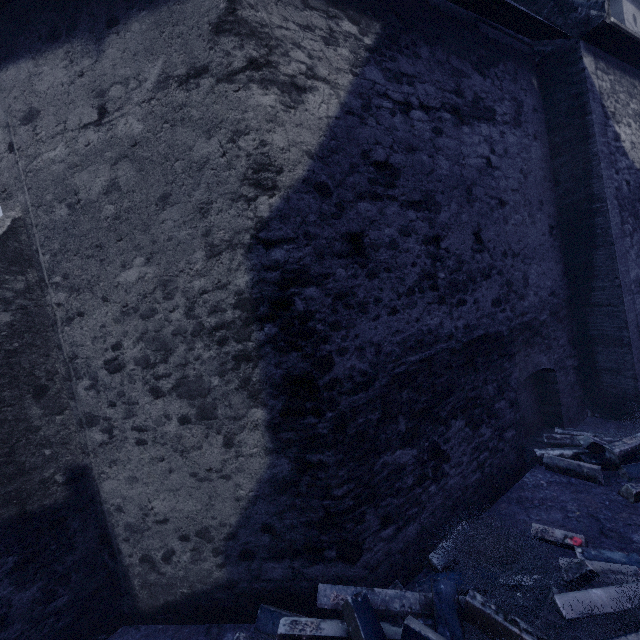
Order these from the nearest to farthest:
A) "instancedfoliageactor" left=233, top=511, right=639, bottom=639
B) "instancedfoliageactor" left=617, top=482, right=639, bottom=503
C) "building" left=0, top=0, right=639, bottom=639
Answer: "instancedfoliageactor" left=233, top=511, right=639, bottom=639, "building" left=0, top=0, right=639, bottom=639, "instancedfoliageactor" left=617, top=482, right=639, bottom=503

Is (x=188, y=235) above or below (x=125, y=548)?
above

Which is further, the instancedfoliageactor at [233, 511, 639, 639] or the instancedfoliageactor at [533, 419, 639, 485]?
the instancedfoliageactor at [533, 419, 639, 485]

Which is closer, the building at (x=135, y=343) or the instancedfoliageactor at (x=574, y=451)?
the building at (x=135, y=343)

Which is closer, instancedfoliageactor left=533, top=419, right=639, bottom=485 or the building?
the building

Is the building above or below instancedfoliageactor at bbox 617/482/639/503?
above
